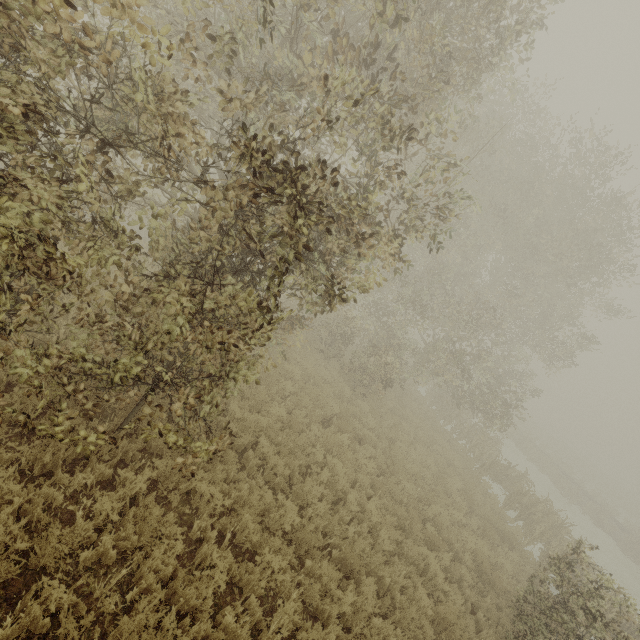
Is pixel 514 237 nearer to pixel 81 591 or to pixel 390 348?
pixel 390 348
